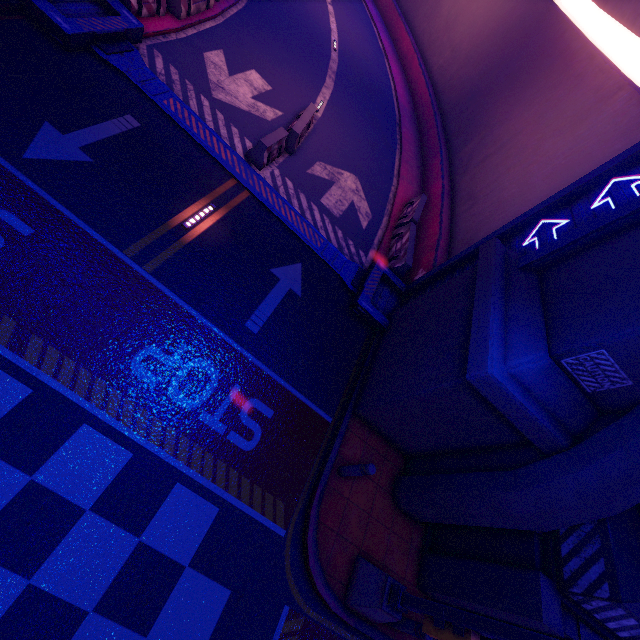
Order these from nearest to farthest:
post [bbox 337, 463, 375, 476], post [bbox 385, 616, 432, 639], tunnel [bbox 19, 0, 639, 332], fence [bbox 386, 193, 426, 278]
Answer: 1. post [bbox 385, 616, 432, 639]
2. post [bbox 337, 463, 375, 476]
3. tunnel [bbox 19, 0, 639, 332]
4. fence [bbox 386, 193, 426, 278]

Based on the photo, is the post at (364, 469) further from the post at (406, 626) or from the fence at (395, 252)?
the fence at (395, 252)

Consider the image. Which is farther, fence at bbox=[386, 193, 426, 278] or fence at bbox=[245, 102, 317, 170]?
fence at bbox=[386, 193, 426, 278]

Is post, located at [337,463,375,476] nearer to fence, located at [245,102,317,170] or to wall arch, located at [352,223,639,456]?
wall arch, located at [352,223,639,456]

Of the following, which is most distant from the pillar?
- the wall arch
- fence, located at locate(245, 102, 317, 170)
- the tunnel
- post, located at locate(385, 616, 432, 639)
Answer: fence, located at locate(245, 102, 317, 170)

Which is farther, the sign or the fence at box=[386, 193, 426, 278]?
the fence at box=[386, 193, 426, 278]

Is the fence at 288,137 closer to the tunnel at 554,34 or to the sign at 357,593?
the tunnel at 554,34

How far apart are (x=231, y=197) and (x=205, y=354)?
4.8m
